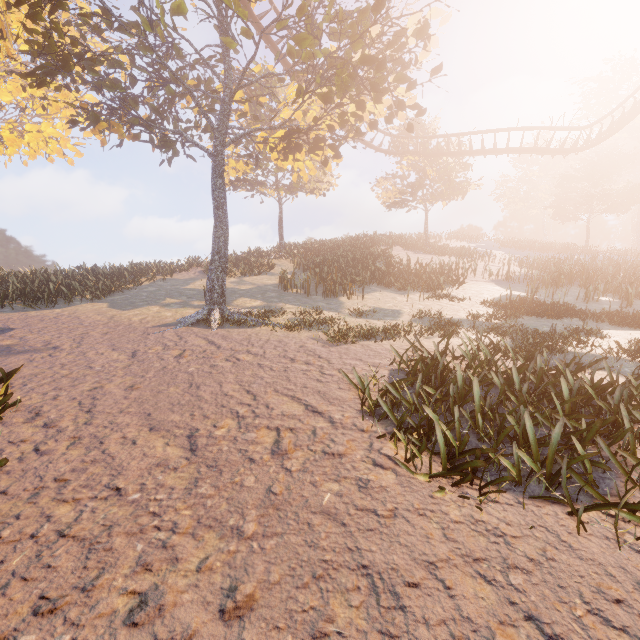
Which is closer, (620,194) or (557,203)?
(620,194)

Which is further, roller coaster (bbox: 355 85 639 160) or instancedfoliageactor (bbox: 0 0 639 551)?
roller coaster (bbox: 355 85 639 160)

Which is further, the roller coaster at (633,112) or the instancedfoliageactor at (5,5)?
the roller coaster at (633,112)
